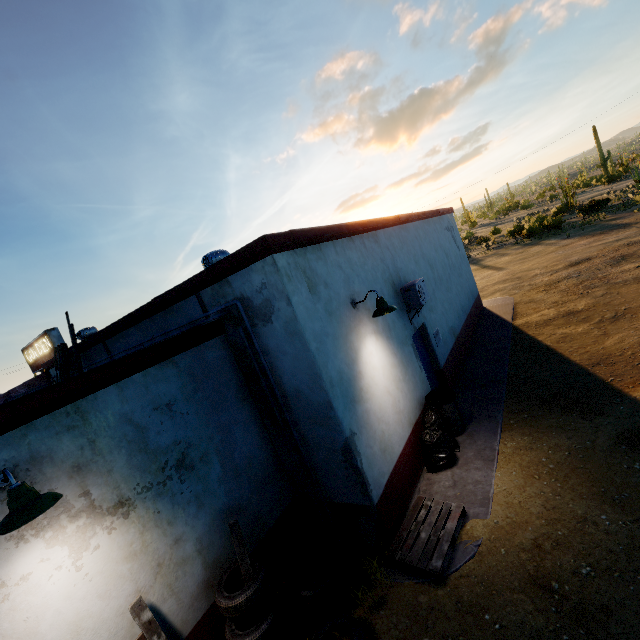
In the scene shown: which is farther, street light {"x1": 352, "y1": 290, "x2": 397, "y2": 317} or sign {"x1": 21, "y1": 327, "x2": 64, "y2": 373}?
sign {"x1": 21, "y1": 327, "x2": 64, "y2": 373}

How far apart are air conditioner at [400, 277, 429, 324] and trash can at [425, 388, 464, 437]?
1.64m

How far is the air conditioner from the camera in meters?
7.4

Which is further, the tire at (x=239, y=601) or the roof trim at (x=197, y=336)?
the tire at (x=239, y=601)

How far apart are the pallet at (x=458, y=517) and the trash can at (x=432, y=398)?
1.8m

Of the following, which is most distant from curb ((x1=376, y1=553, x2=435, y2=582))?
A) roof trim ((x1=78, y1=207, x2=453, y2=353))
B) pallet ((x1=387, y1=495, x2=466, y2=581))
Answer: roof trim ((x1=78, y1=207, x2=453, y2=353))

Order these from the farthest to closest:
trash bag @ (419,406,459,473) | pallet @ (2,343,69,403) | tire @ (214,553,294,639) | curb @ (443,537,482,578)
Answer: pallet @ (2,343,69,403) < trash bag @ (419,406,459,473) < curb @ (443,537,482,578) < tire @ (214,553,294,639)

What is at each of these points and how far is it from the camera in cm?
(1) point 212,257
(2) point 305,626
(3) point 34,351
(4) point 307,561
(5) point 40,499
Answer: (1) air vent, 642
(2) pallet, 417
(3) sign, 1731
(4) tire, 470
(5) street light, 276
